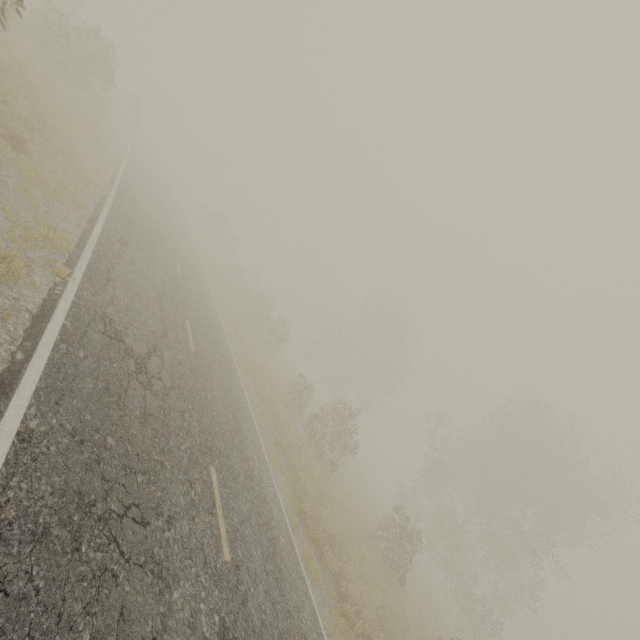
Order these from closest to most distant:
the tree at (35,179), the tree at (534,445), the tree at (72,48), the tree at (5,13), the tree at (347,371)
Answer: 1. the tree at (5,13)
2. the tree at (35,179)
3. the tree at (72,48)
4. the tree at (347,371)
5. the tree at (534,445)

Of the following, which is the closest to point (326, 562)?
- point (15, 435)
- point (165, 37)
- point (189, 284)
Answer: point (15, 435)

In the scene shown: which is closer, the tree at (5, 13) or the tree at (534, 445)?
the tree at (5, 13)

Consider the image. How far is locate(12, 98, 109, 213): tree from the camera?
7.34m

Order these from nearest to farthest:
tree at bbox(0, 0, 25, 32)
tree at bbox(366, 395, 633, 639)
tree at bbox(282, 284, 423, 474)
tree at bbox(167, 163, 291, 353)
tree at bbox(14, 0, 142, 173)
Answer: tree at bbox(0, 0, 25, 32)
tree at bbox(14, 0, 142, 173)
tree at bbox(282, 284, 423, 474)
tree at bbox(366, 395, 633, 639)
tree at bbox(167, 163, 291, 353)

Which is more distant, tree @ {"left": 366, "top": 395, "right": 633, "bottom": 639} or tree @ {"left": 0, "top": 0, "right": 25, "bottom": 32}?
tree @ {"left": 366, "top": 395, "right": 633, "bottom": 639}

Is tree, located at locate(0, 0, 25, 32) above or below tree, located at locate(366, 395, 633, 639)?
below
